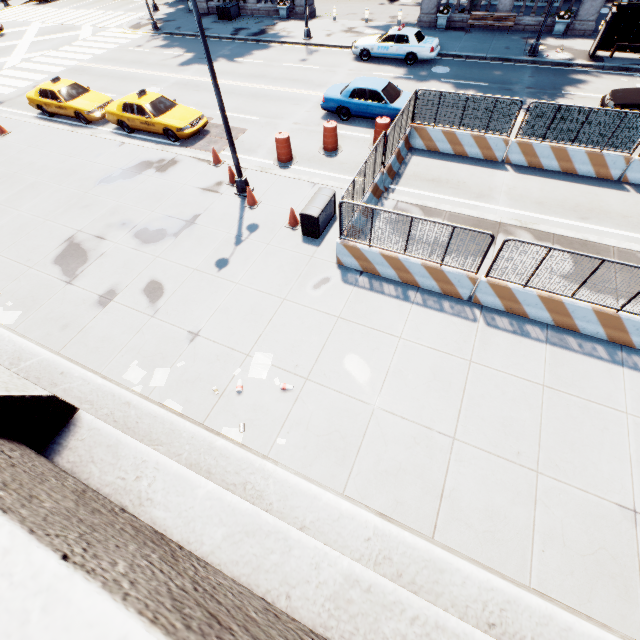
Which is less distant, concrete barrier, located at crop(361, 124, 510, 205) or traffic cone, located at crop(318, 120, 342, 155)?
concrete barrier, located at crop(361, 124, 510, 205)

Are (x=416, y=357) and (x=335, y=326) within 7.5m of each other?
yes

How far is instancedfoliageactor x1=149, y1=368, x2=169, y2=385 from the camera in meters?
7.9

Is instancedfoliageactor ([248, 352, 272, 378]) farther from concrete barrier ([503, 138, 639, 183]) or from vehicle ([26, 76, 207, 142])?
vehicle ([26, 76, 207, 142])

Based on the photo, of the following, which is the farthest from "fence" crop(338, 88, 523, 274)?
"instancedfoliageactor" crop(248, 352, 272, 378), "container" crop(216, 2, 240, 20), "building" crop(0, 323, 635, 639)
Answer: "container" crop(216, 2, 240, 20)

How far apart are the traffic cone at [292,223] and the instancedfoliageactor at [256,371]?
4.8m

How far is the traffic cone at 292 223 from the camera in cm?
1070

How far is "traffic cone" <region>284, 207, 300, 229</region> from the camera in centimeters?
1070cm
